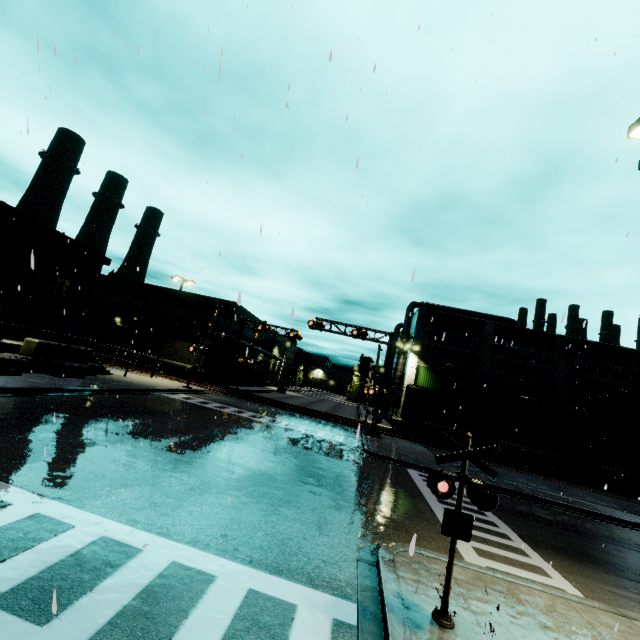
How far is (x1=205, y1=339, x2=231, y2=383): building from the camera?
41.0m

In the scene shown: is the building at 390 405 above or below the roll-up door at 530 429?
above

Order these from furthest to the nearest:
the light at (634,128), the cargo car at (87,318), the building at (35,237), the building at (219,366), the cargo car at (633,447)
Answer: the building at (219,366) < the cargo car at (87,318) < the cargo car at (633,447) < the building at (35,237) < the light at (634,128)

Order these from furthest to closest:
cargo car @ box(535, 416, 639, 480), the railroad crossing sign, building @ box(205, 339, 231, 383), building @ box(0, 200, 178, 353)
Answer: building @ box(205, 339, 231, 383) → cargo car @ box(535, 416, 639, 480) → building @ box(0, 200, 178, 353) → the railroad crossing sign

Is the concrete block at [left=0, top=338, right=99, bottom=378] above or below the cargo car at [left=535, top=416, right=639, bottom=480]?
below

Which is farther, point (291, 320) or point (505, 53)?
point (505, 53)

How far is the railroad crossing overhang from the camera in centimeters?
2861cm

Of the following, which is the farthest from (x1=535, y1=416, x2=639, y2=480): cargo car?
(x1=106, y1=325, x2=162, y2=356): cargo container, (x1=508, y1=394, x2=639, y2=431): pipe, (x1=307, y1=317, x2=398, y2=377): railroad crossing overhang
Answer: (x1=307, y1=317, x2=398, y2=377): railroad crossing overhang
